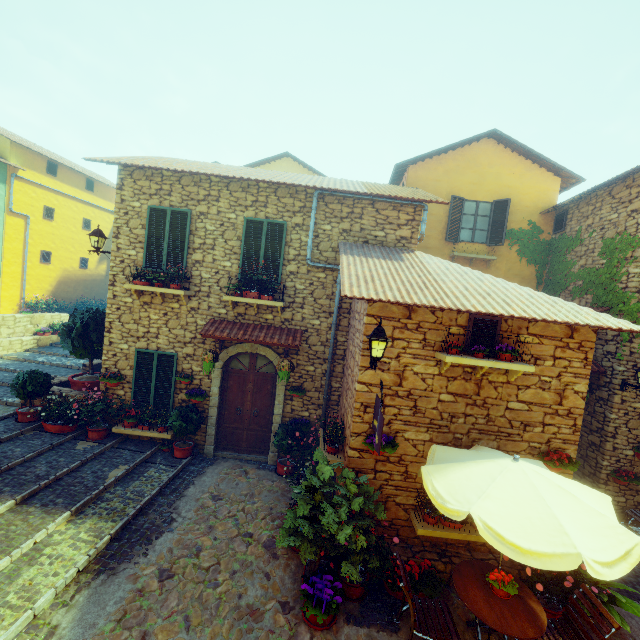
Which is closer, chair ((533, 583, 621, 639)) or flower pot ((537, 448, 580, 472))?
chair ((533, 583, 621, 639))

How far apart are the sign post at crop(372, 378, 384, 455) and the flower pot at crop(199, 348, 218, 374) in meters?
4.3 m

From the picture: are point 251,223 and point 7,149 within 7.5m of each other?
no

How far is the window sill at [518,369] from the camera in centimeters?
537cm

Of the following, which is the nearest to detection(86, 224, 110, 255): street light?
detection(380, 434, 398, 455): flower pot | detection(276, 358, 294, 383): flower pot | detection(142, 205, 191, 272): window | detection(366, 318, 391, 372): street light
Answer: detection(142, 205, 191, 272): window

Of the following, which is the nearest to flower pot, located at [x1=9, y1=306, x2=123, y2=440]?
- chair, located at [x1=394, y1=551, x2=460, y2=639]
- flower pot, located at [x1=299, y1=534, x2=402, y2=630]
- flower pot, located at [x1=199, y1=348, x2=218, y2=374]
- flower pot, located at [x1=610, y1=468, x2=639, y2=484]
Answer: flower pot, located at [x1=199, y1=348, x2=218, y2=374]

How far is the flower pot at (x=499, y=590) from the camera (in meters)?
4.57

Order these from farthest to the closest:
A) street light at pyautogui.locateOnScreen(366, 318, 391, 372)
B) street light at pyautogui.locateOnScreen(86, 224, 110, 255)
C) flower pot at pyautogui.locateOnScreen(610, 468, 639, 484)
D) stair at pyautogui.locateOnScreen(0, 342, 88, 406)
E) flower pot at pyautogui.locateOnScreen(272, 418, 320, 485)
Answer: stair at pyautogui.locateOnScreen(0, 342, 88, 406), street light at pyautogui.locateOnScreen(86, 224, 110, 255), flower pot at pyautogui.locateOnScreen(610, 468, 639, 484), flower pot at pyautogui.locateOnScreen(272, 418, 320, 485), street light at pyautogui.locateOnScreen(366, 318, 391, 372)
